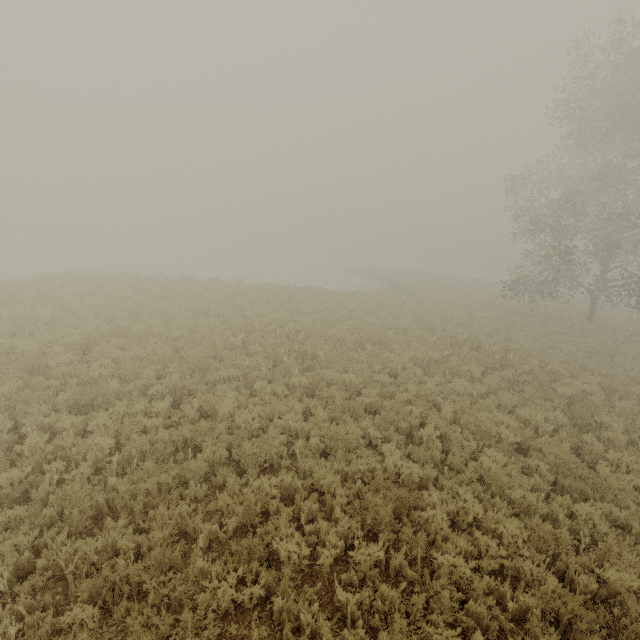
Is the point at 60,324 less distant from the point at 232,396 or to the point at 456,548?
the point at 232,396
